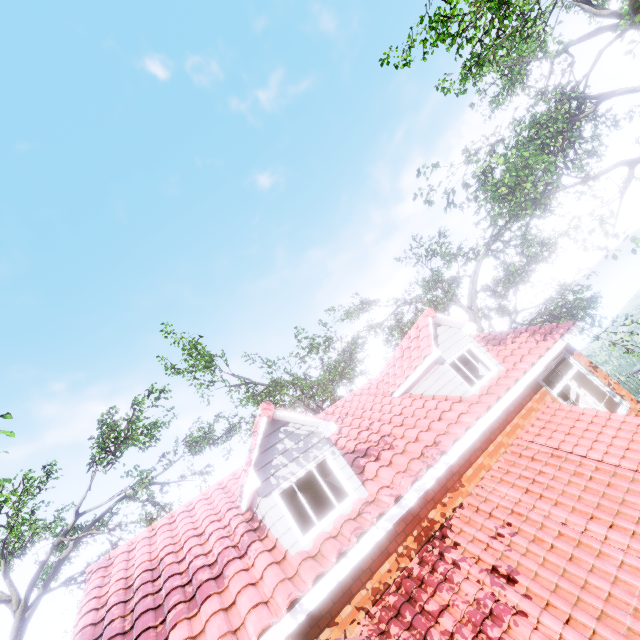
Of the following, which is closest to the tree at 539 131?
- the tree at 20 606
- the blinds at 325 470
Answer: the tree at 20 606

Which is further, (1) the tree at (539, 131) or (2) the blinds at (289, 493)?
(1) the tree at (539, 131)

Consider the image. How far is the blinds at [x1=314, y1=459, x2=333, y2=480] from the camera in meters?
7.1 m

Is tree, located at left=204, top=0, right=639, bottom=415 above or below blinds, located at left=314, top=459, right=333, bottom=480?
above

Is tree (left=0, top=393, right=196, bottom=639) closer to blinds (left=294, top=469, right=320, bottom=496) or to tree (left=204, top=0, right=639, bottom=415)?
tree (left=204, top=0, right=639, bottom=415)

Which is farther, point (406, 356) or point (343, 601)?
point (406, 356)
